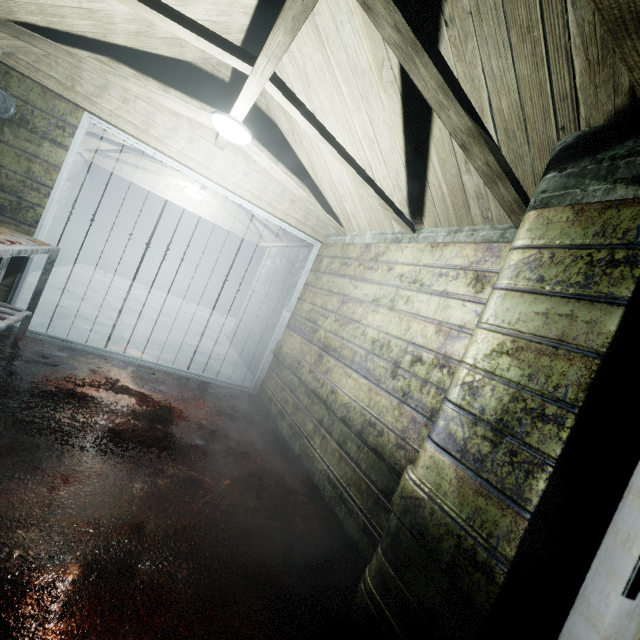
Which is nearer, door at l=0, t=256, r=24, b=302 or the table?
the table

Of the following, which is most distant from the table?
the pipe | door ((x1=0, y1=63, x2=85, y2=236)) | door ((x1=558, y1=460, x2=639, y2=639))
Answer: door ((x1=558, y1=460, x2=639, y2=639))

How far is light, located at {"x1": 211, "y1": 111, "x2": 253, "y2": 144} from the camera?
2.37m

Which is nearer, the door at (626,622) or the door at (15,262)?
the door at (626,622)

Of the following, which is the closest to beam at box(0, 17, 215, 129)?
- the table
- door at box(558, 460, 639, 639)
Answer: the table

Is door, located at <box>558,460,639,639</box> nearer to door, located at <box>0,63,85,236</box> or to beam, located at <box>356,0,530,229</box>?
beam, located at <box>356,0,530,229</box>

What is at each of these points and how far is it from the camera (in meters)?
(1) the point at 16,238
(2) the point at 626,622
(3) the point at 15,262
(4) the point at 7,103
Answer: (1) table, 2.24
(2) door, 0.47
(3) door, 2.71
(4) pipe, 2.43
